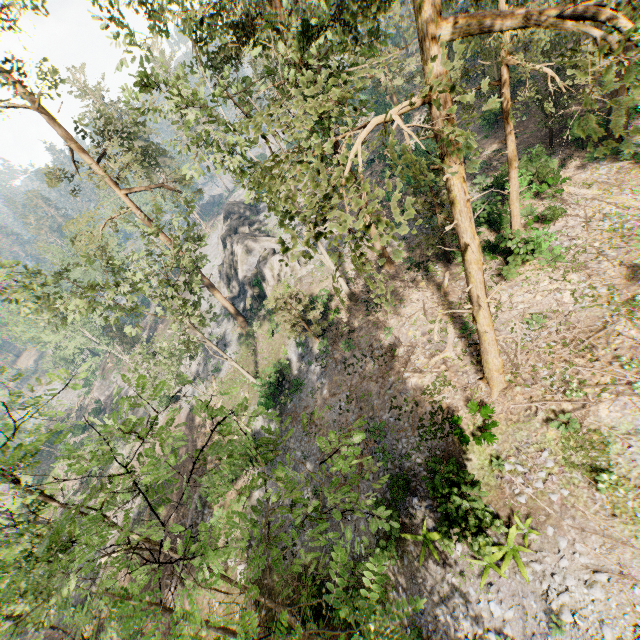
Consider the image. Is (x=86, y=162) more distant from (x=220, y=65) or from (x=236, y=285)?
(x=236, y=285)

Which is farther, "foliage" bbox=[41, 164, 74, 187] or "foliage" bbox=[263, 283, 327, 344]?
"foliage" bbox=[41, 164, 74, 187]

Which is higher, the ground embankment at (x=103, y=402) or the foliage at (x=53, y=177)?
the foliage at (x=53, y=177)

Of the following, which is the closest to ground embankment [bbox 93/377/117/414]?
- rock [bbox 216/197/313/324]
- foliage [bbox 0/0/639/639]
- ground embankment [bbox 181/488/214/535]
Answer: foliage [bbox 0/0/639/639]

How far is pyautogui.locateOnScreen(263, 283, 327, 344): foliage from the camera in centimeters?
2204cm

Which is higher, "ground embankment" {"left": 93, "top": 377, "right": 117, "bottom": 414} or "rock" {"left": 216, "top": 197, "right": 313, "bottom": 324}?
"rock" {"left": 216, "top": 197, "right": 313, "bottom": 324}

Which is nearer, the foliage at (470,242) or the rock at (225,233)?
the foliage at (470,242)

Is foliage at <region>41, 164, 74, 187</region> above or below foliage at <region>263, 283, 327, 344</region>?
above
